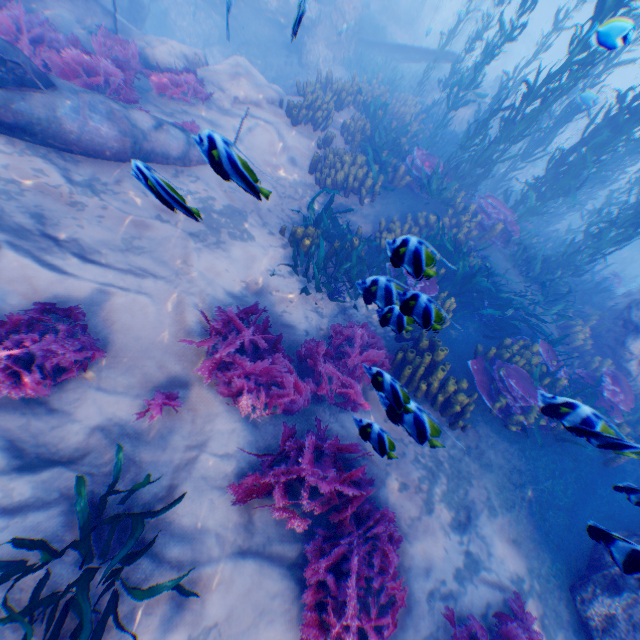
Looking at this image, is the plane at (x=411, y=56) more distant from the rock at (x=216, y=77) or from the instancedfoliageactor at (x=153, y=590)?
the instancedfoliageactor at (x=153, y=590)

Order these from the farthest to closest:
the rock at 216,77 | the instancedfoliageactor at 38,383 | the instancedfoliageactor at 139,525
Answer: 1. the rock at 216,77
2. the instancedfoliageactor at 38,383
3. the instancedfoliageactor at 139,525

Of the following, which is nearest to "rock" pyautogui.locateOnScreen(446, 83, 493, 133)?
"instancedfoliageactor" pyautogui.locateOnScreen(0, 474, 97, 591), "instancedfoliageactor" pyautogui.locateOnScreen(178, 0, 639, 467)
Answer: "instancedfoliageactor" pyautogui.locateOnScreen(178, 0, 639, 467)

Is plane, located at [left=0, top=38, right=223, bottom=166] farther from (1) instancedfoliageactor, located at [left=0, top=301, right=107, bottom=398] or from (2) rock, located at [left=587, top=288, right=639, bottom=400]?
(1) instancedfoliageactor, located at [left=0, top=301, right=107, bottom=398]

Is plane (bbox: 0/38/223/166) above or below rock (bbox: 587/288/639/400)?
below

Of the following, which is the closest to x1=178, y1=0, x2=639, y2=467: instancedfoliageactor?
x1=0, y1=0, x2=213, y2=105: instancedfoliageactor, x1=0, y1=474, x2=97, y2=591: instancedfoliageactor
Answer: x1=0, y1=0, x2=213, y2=105: instancedfoliageactor

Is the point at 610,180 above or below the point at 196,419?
above

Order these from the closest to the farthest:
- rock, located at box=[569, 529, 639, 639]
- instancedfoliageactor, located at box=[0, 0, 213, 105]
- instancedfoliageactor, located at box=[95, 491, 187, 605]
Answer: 1. rock, located at box=[569, 529, 639, 639]
2. instancedfoliageactor, located at box=[95, 491, 187, 605]
3. instancedfoliageactor, located at box=[0, 0, 213, 105]
